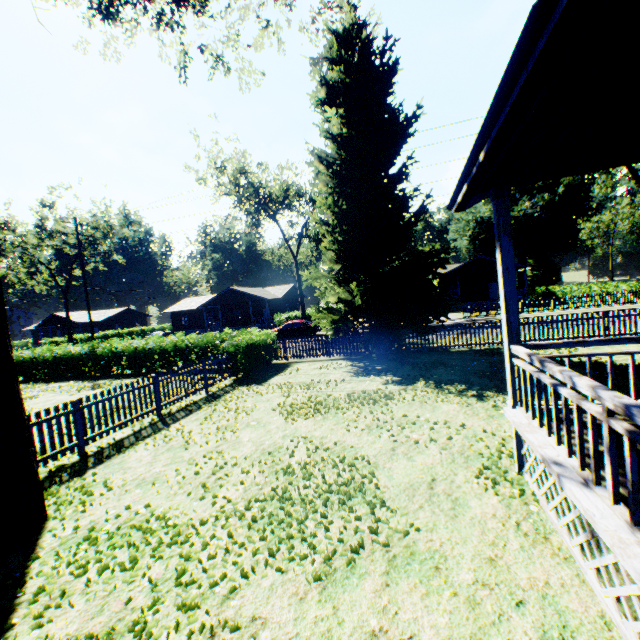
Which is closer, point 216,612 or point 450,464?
point 216,612

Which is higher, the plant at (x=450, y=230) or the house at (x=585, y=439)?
the plant at (x=450, y=230)

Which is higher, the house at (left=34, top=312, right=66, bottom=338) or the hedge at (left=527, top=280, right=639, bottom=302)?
the house at (left=34, top=312, right=66, bottom=338)

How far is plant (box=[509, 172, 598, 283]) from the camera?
45.75m

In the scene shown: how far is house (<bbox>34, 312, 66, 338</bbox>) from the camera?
58.19m

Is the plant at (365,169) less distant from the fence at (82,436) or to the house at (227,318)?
the fence at (82,436)

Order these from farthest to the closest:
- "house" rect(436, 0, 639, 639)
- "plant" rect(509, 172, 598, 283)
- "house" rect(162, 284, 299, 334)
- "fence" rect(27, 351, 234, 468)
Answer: "plant" rect(509, 172, 598, 283) → "house" rect(162, 284, 299, 334) → "fence" rect(27, 351, 234, 468) → "house" rect(436, 0, 639, 639)

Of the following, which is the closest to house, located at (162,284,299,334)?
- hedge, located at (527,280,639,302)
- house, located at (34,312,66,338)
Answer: house, located at (34,312,66,338)
